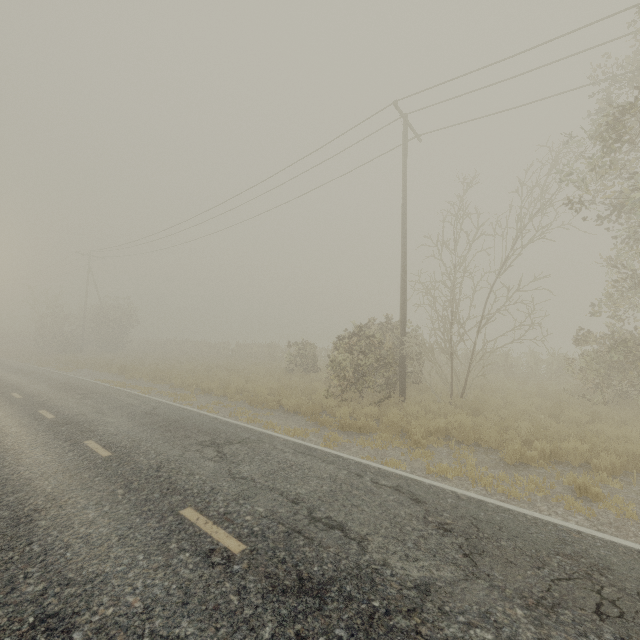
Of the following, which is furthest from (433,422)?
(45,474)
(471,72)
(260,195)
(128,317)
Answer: (128,317)
